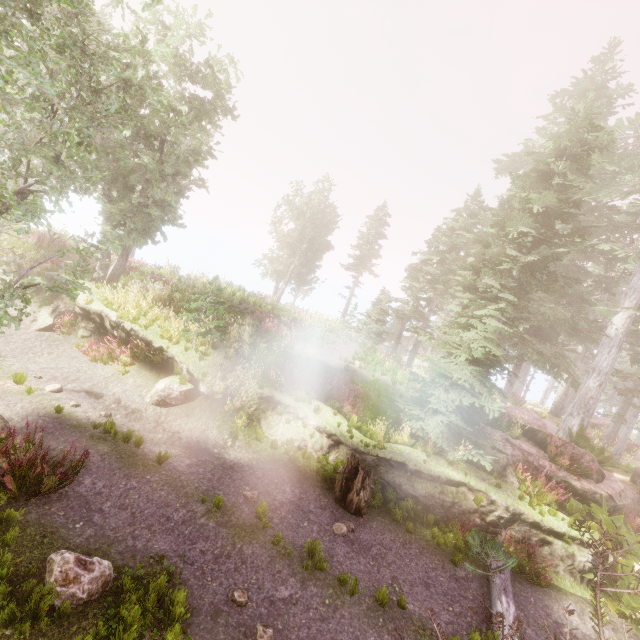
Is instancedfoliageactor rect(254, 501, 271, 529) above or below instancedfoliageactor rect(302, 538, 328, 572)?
below

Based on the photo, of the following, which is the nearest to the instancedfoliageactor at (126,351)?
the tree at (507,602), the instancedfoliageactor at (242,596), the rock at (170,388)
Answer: the tree at (507,602)

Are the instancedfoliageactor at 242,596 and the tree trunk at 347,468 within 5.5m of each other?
yes

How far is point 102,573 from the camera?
5.3m

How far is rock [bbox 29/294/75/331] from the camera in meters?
13.5 m

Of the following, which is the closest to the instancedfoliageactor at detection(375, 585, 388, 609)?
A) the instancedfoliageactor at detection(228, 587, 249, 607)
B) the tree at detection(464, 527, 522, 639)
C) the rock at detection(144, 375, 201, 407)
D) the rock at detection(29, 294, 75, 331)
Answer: the tree at detection(464, 527, 522, 639)

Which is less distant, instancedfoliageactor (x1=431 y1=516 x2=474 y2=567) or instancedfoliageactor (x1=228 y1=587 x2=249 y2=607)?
instancedfoliageactor (x1=228 y1=587 x2=249 y2=607)
